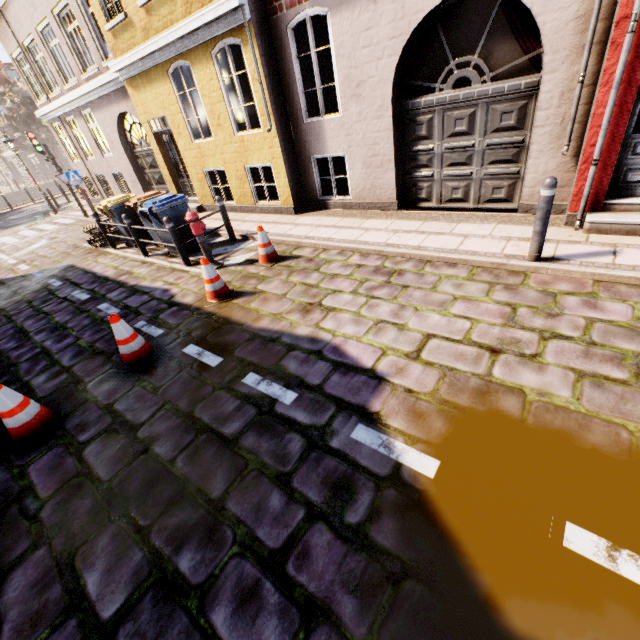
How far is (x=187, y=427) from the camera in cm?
339

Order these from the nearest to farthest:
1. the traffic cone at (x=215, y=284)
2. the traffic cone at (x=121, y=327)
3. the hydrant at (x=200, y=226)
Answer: the traffic cone at (x=121, y=327) < the traffic cone at (x=215, y=284) < the hydrant at (x=200, y=226)

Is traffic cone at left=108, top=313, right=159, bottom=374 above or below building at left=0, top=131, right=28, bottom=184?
below

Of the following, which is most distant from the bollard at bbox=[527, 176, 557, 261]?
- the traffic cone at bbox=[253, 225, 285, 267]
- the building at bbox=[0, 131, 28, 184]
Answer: the building at bbox=[0, 131, 28, 184]

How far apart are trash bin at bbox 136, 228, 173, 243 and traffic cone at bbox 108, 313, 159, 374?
4.68m

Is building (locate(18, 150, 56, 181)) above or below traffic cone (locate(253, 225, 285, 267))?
above

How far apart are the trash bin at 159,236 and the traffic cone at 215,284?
3.7 meters

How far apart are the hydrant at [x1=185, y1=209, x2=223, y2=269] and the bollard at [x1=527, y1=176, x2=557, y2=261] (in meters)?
5.58
